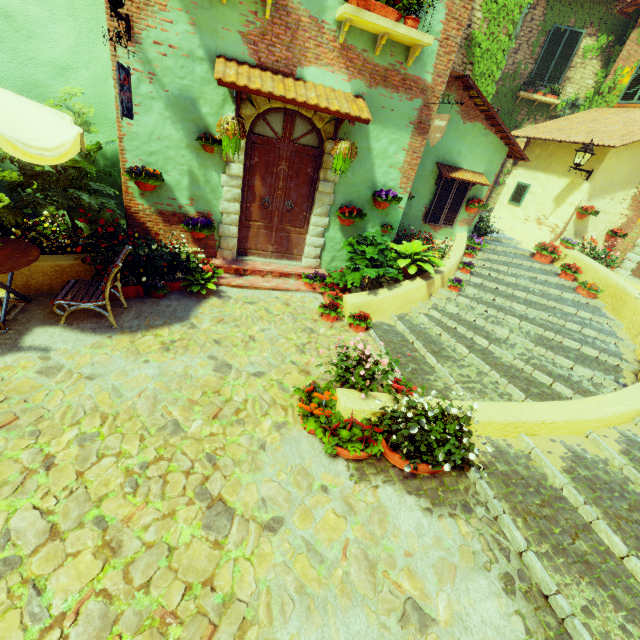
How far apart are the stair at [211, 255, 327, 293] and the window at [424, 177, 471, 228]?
3.44m

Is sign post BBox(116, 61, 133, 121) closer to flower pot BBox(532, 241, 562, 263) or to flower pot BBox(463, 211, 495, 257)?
flower pot BBox(463, 211, 495, 257)

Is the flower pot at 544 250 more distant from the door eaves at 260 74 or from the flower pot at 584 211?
the door eaves at 260 74

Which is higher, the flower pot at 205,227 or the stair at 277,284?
the flower pot at 205,227

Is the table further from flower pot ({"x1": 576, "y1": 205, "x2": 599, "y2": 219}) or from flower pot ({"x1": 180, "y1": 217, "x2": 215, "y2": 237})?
flower pot ({"x1": 576, "y1": 205, "x2": 599, "y2": 219})

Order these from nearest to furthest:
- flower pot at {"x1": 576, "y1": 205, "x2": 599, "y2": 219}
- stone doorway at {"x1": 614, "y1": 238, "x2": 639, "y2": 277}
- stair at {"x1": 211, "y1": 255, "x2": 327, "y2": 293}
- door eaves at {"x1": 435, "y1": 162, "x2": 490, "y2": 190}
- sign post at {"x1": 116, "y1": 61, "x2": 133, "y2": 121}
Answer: sign post at {"x1": 116, "y1": 61, "x2": 133, "y2": 121}
stair at {"x1": 211, "y1": 255, "x2": 327, "y2": 293}
door eaves at {"x1": 435, "y1": 162, "x2": 490, "y2": 190}
flower pot at {"x1": 576, "y1": 205, "x2": 599, "y2": 219}
stone doorway at {"x1": 614, "y1": 238, "x2": 639, "y2": 277}

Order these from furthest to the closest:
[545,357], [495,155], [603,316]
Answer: [495,155] → [603,316] → [545,357]

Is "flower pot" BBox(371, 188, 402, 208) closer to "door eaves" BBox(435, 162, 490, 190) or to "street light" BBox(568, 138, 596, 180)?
"door eaves" BBox(435, 162, 490, 190)
